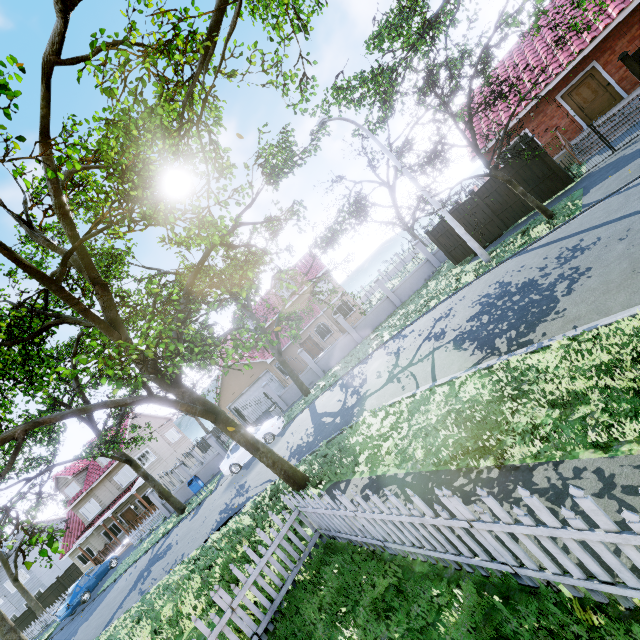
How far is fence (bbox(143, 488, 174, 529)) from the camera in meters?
24.7 m

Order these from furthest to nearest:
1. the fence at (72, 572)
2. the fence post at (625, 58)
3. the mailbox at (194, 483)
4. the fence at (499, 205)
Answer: the fence at (72, 572)
the mailbox at (194, 483)
the fence at (499, 205)
the fence post at (625, 58)

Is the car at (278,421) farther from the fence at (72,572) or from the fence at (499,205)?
the fence at (72,572)

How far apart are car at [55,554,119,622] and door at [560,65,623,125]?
41.53m

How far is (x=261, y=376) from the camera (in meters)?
27.92

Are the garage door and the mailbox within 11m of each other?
yes

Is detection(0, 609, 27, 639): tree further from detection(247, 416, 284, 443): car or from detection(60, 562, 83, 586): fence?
detection(247, 416, 284, 443): car

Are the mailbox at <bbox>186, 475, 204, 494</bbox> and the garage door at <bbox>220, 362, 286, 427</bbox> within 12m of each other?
yes
